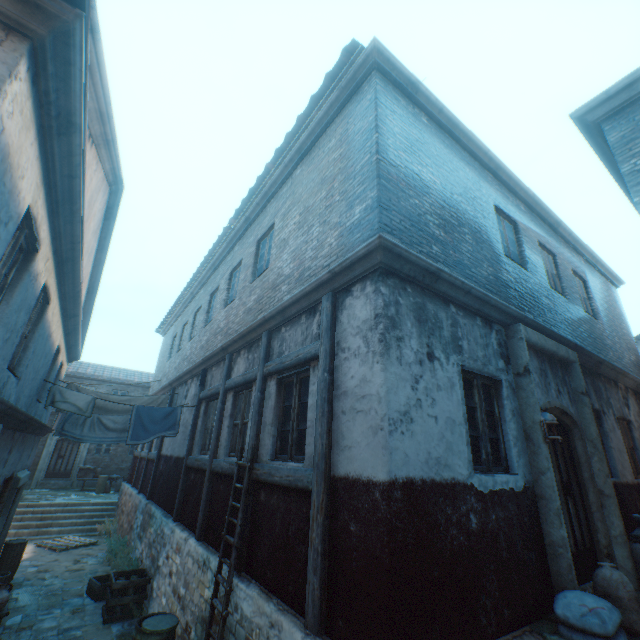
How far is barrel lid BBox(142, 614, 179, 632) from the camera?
5.0m

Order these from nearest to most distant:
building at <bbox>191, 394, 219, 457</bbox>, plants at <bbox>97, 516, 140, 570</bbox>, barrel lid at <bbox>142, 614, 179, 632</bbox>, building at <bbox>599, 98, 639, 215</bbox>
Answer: building at <bbox>599, 98, 639, 215</bbox>, barrel lid at <bbox>142, 614, 179, 632</bbox>, building at <bbox>191, 394, 219, 457</bbox>, plants at <bbox>97, 516, 140, 570</bbox>

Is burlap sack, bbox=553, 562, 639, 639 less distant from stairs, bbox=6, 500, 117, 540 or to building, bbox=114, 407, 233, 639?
building, bbox=114, 407, 233, 639

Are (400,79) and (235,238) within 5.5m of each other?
no

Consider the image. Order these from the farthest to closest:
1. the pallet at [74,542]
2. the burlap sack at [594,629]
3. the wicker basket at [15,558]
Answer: the pallet at [74,542], the wicker basket at [15,558], the burlap sack at [594,629]

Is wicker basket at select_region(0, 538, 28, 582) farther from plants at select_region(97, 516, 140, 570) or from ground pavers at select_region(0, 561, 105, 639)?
plants at select_region(97, 516, 140, 570)

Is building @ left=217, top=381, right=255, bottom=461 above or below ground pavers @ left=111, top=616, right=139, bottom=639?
above

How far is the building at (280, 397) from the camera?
4.3 meters
